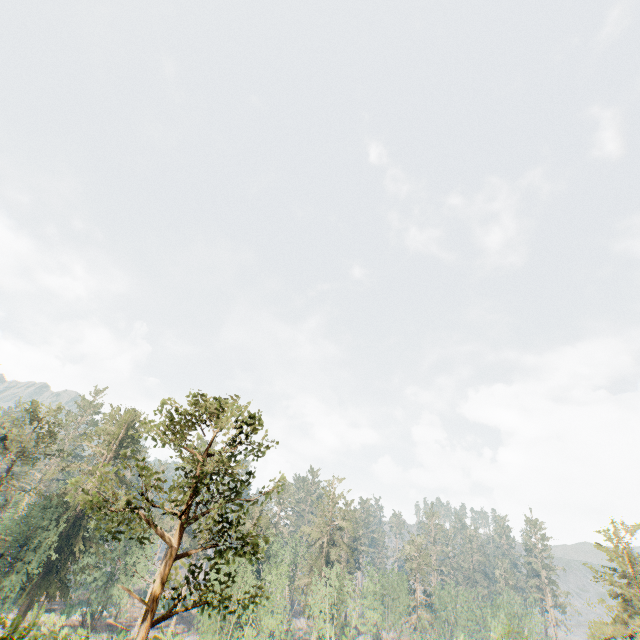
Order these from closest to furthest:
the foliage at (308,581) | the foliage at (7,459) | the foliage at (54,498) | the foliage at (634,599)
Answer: the foliage at (54,498) < the foliage at (634,599) < the foliage at (7,459) < the foliage at (308,581)

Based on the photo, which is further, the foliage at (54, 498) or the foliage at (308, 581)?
the foliage at (308, 581)

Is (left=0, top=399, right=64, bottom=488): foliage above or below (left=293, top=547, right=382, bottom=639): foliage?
above

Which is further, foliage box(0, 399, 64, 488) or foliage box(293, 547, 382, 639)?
foliage box(293, 547, 382, 639)

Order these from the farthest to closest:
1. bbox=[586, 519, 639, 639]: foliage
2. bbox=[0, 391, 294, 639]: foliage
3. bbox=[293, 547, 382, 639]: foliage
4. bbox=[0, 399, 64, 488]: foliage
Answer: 1. bbox=[293, 547, 382, 639]: foliage
2. bbox=[0, 399, 64, 488]: foliage
3. bbox=[586, 519, 639, 639]: foliage
4. bbox=[0, 391, 294, 639]: foliage

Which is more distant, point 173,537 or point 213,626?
point 213,626
